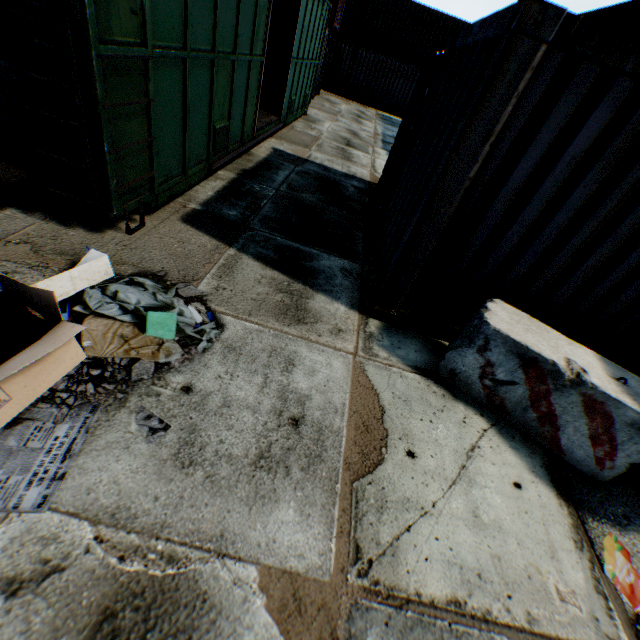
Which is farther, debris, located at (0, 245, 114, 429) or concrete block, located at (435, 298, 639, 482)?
concrete block, located at (435, 298, 639, 482)

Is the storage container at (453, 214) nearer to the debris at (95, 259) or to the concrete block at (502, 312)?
the concrete block at (502, 312)

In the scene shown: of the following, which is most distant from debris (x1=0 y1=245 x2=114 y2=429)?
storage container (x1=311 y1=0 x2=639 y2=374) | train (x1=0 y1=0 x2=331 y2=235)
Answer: storage container (x1=311 y1=0 x2=639 y2=374)

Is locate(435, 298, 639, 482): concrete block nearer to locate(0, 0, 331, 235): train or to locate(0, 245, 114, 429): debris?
locate(0, 245, 114, 429): debris

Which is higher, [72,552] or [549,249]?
[549,249]

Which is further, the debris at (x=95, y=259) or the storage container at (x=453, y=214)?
the storage container at (x=453, y=214)

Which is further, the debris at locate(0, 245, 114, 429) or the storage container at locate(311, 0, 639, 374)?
the storage container at locate(311, 0, 639, 374)

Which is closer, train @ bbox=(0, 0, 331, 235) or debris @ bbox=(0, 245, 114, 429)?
Result: debris @ bbox=(0, 245, 114, 429)
